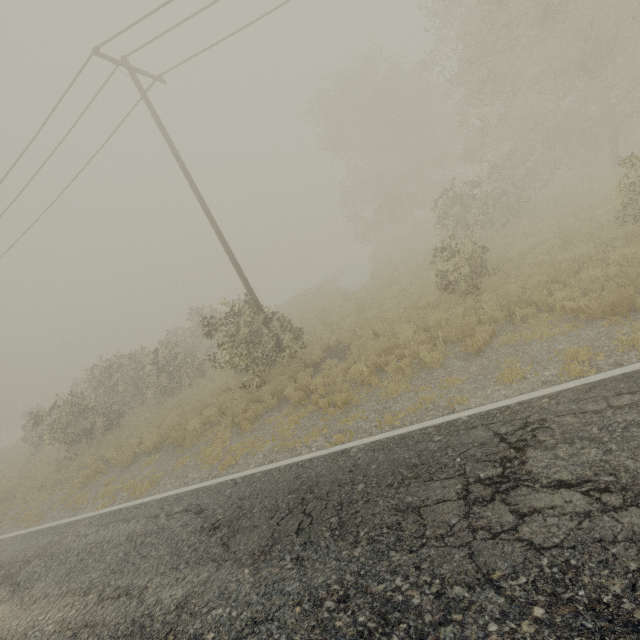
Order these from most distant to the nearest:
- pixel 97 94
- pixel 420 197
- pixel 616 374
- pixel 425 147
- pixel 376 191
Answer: pixel 376 191 < pixel 420 197 < pixel 425 147 < pixel 97 94 < pixel 616 374
